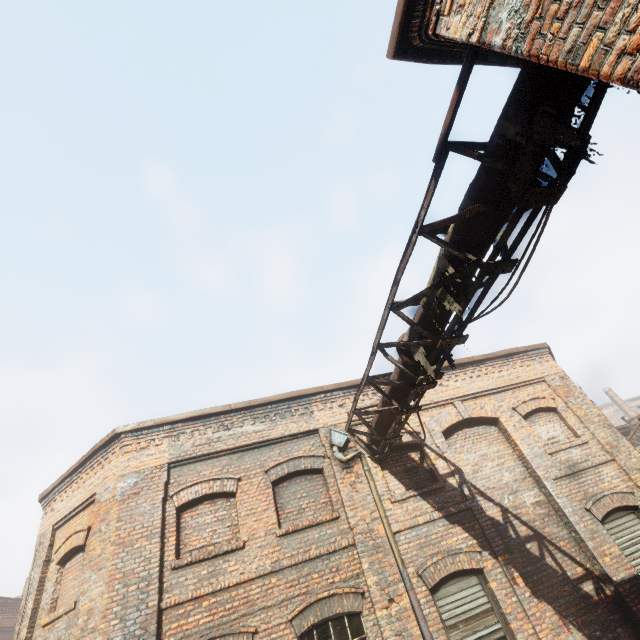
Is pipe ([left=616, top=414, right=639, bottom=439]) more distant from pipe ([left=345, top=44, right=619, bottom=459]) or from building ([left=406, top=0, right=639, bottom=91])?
building ([left=406, top=0, right=639, bottom=91])

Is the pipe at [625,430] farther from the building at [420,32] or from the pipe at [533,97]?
the building at [420,32]

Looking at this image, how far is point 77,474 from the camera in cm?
827

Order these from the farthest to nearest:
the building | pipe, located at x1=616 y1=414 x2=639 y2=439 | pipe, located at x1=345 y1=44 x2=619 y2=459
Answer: pipe, located at x1=616 y1=414 x2=639 y2=439 < pipe, located at x1=345 y1=44 x2=619 y2=459 < the building

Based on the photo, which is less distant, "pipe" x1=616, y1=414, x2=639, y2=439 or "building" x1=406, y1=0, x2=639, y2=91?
"building" x1=406, y1=0, x2=639, y2=91

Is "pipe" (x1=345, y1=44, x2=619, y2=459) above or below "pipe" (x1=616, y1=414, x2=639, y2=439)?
above
